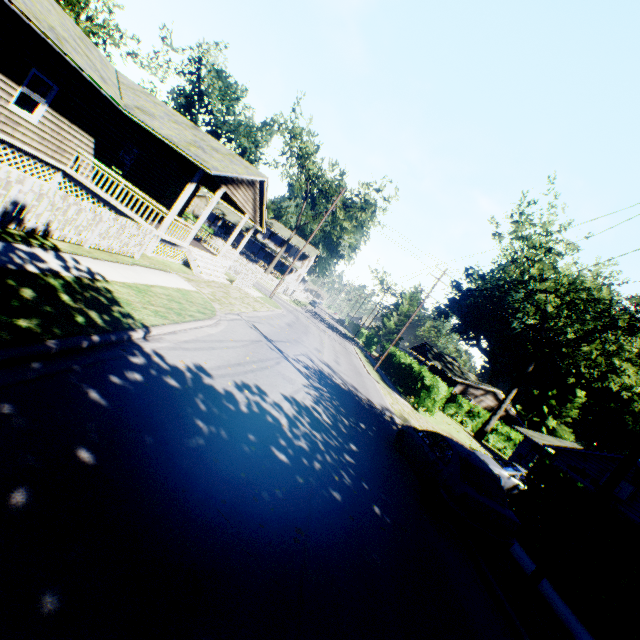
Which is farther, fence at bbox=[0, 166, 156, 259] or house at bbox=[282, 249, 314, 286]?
house at bbox=[282, 249, 314, 286]

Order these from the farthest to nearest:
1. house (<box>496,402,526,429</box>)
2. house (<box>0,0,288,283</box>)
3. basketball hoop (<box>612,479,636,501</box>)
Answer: house (<box>496,402,526,429</box>) < basketball hoop (<box>612,479,636,501</box>) < house (<box>0,0,288,283</box>)

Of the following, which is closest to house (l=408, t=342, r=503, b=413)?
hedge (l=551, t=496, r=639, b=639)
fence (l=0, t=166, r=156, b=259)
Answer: hedge (l=551, t=496, r=639, b=639)

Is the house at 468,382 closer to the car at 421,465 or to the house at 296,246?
the house at 296,246

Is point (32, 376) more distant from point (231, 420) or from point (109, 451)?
point (231, 420)

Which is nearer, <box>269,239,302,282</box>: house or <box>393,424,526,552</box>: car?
<box>393,424,526,552</box>: car

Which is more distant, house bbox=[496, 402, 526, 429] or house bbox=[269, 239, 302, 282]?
house bbox=[269, 239, 302, 282]

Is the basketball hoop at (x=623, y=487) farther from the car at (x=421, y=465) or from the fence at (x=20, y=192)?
the fence at (x=20, y=192)
